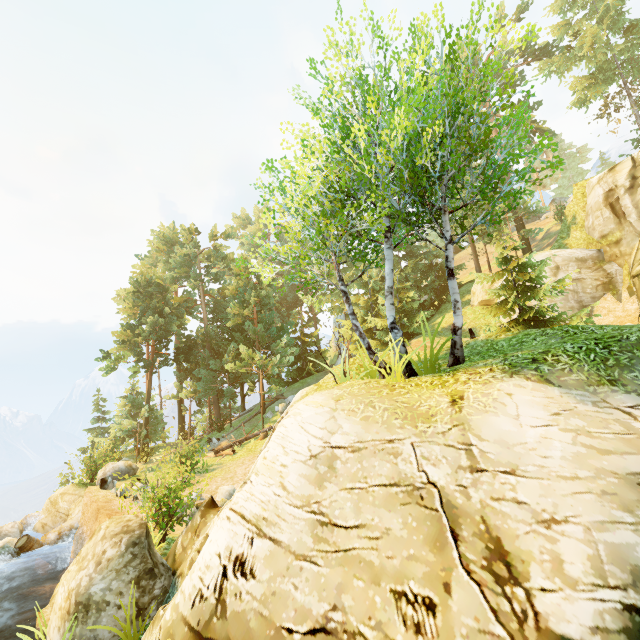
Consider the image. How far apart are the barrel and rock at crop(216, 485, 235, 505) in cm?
854

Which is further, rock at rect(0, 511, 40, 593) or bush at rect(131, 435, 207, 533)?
rock at rect(0, 511, 40, 593)

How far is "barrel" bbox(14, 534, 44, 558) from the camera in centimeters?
1470cm

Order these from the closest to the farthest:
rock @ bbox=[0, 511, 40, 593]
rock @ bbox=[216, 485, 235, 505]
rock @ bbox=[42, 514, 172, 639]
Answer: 1. rock @ bbox=[42, 514, 172, 639]
2. rock @ bbox=[0, 511, 40, 593]
3. rock @ bbox=[216, 485, 235, 505]

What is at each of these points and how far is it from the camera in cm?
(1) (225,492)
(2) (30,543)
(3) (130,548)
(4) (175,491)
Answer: (1) rock, 1518
(2) barrel, 1488
(3) rock, 735
(4) bush, 1022

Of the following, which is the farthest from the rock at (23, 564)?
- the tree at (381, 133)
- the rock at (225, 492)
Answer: the rock at (225, 492)

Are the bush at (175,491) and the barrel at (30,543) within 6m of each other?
no

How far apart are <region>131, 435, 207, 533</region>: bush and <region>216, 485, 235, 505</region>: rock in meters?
3.6 m
